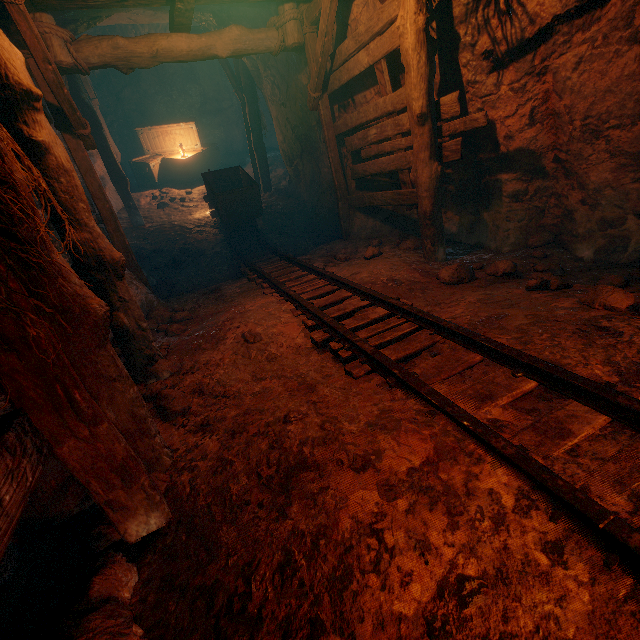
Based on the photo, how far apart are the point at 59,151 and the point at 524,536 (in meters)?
4.03

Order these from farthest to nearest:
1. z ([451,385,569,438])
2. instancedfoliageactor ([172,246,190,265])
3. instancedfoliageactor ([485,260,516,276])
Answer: instancedfoliageactor ([172,246,190,265]) < instancedfoliageactor ([485,260,516,276]) < z ([451,385,569,438])

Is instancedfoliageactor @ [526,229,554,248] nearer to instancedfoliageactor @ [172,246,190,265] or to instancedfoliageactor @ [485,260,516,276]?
instancedfoliageactor @ [485,260,516,276]

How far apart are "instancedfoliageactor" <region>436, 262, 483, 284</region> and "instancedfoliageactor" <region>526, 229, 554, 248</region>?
1.02m

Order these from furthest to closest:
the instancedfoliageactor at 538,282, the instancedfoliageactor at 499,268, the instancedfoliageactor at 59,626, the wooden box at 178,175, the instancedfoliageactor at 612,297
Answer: the wooden box at 178,175 < the instancedfoliageactor at 499,268 < the instancedfoliageactor at 538,282 < the instancedfoliageactor at 612,297 < the instancedfoliageactor at 59,626

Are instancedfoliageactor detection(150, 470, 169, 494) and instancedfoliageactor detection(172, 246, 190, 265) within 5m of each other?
no

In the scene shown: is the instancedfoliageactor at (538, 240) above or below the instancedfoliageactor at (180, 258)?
above

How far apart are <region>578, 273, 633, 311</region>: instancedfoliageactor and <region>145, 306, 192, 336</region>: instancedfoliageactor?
4.72m
